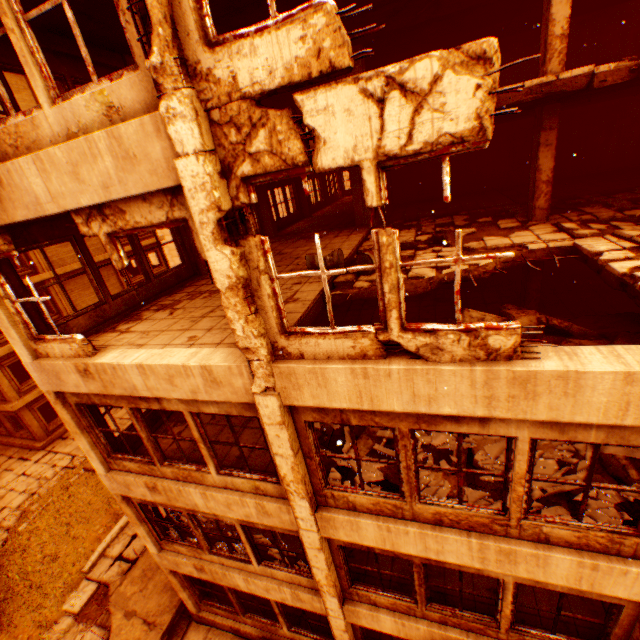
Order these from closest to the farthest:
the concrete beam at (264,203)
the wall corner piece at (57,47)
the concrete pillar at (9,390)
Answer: the wall corner piece at (57,47)
the concrete beam at (264,203)
the concrete pillar at (9,390)

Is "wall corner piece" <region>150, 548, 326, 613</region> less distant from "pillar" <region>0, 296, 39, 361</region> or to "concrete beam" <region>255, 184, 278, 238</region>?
"pillar" <region>0, 296, 39, 361</region>

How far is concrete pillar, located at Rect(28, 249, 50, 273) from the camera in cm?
1972

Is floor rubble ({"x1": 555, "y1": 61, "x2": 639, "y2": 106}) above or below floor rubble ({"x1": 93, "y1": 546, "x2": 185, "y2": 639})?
above

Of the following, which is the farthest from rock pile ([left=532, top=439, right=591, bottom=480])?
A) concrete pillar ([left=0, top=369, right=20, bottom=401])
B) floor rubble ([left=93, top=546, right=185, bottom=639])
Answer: concrete pillar ([left=0, top=369, right=20, bottom=401])

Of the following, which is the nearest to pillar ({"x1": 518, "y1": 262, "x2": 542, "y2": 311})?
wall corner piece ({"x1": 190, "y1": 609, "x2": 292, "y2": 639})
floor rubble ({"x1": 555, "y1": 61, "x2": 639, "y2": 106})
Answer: floor rubble ({"x1": 555, "y1": 61, "x2": 639, "y2": 106})

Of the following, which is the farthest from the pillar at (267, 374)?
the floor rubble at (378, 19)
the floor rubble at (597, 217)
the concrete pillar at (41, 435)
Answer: the concrete pillar at (41, 435)

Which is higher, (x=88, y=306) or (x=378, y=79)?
(x=378, y=79)
